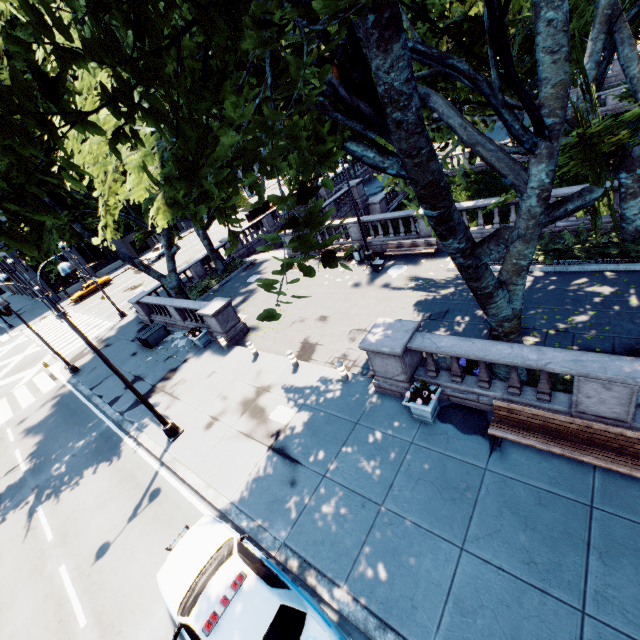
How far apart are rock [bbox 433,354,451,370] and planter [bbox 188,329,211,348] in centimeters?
1084cm

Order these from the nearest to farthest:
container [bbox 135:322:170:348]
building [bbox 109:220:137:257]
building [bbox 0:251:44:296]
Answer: container [bbox 135:322:170:348] → building [bbox 0:251:44:296] → building [bbox 109:220:137:257]

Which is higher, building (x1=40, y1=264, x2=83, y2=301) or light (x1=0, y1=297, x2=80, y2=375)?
light (x1=0, y1=297, x2=80, y2=375)

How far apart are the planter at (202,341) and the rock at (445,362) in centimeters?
1084cm

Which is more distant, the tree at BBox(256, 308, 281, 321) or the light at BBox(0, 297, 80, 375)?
the light at BBox(0, 297, 80, 375)

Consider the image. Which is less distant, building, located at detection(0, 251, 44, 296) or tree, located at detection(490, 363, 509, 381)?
tree, located at detection(490, 363, 509, 381)

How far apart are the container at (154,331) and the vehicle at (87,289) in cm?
2609

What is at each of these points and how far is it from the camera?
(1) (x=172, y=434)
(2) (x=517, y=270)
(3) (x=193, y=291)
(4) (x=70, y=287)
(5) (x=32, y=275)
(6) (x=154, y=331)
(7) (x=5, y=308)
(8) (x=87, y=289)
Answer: (1) light, 12.5 meters
(2) tree, 7.5 meters
(3) bush, 25.5 meters
(4) building, 46.3 meters
(5) building, 42.4 meters
(6) container, 20.4 meters
(7) light, 8.7 meters
(8) vehicle, 40.3 meters
